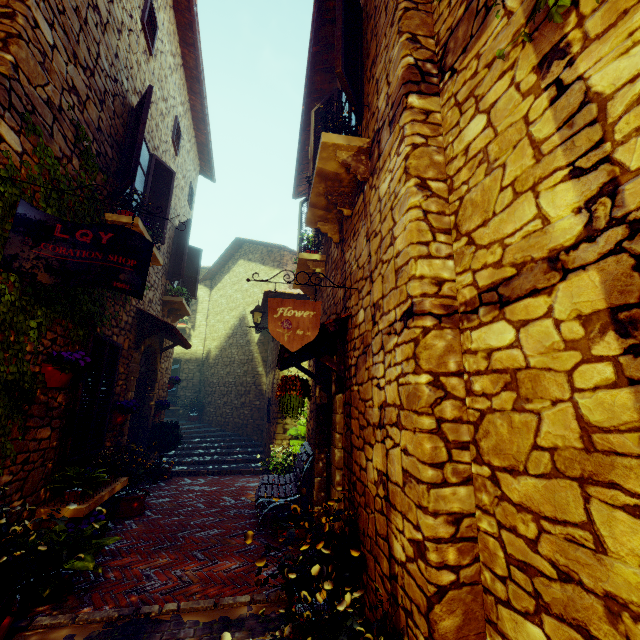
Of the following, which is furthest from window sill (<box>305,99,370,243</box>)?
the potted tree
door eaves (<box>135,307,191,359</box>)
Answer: the potted tree

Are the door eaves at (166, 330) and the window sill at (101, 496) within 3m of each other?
yes

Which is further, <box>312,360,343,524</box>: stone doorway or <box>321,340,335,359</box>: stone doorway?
<box>321,340,335,359</box>: stone doorway

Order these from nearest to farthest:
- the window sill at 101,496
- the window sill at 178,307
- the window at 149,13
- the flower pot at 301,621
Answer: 1. the flower pot at 301,621
2. the window sill at 101,496
3. the window at 149,13
4. the window sill at 178,307

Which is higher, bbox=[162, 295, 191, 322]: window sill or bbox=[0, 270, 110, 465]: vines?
bbox=[162, 295, 191, 322]: window sill

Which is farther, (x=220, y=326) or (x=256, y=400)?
(x=220, y=326)

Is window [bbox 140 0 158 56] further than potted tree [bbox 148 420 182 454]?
No

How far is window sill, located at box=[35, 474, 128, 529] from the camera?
3.6 meters
